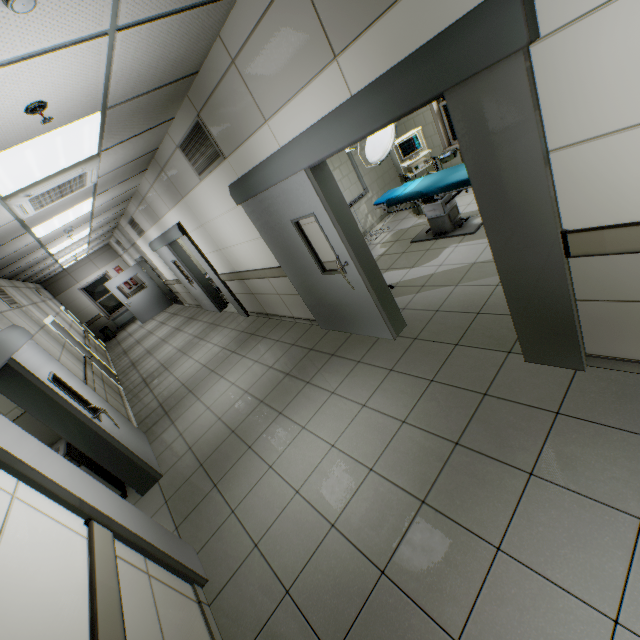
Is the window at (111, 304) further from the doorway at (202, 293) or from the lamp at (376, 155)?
the lamp at (376, 155)

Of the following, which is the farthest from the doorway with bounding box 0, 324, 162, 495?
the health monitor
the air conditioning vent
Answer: the health monitor

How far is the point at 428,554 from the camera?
1.96m

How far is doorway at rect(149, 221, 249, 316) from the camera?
6.5m

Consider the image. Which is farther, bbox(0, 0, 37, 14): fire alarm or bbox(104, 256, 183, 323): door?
bbox(104, 256, 183, 323): door

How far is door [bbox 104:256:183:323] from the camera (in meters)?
12.24

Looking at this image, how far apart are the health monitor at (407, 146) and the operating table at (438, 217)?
0.2m

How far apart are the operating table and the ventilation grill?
2.82m
